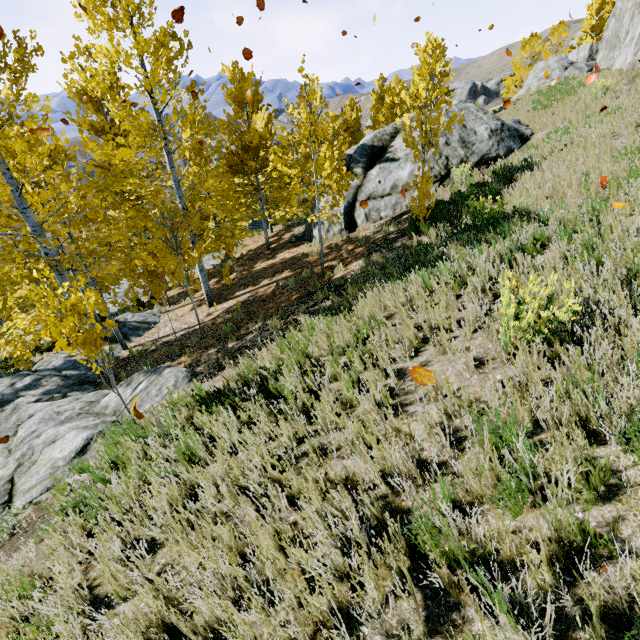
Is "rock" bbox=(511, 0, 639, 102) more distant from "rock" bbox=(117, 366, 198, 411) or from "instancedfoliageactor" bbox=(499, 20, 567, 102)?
"rock" bbox=(117, 366, 198, 411)

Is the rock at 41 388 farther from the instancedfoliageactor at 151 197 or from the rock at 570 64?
the rock at 570 64

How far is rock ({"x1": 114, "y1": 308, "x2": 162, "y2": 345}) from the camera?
13.42m

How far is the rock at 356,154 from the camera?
13.5 meters

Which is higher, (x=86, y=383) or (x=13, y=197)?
(x=13, y=197)

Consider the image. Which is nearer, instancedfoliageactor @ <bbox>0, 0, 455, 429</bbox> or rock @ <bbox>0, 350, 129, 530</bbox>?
rock @ <bbox>0, 350, 129, 530</bbox>
